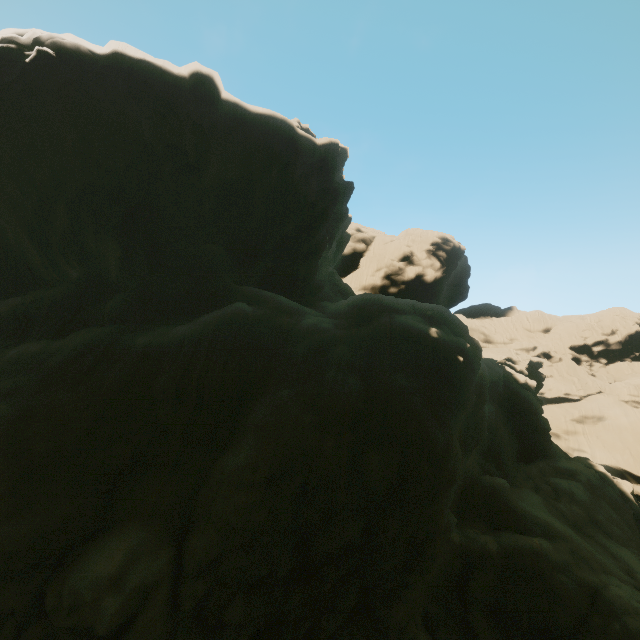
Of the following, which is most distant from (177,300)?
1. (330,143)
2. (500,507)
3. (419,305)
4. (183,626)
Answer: (500,507)
